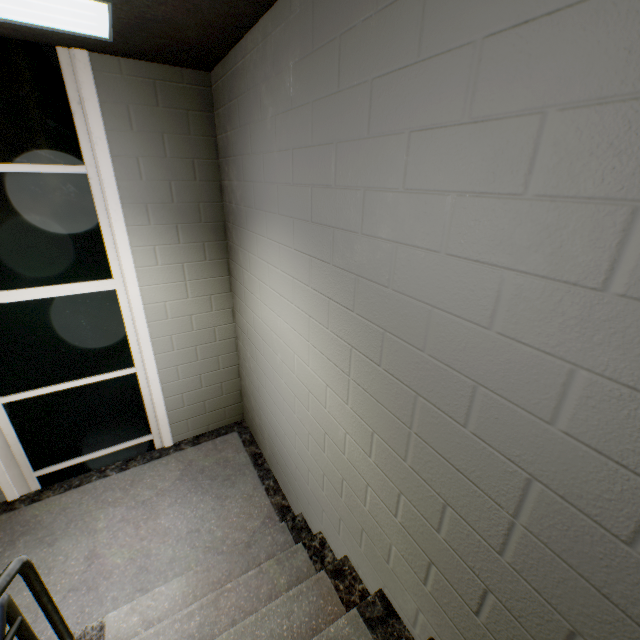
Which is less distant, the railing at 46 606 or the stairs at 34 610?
the railing at 46 606

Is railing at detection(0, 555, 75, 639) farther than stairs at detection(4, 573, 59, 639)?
No

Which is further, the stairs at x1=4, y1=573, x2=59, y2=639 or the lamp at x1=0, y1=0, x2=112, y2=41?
the stairs at x1=4, y1=573, x2=59, y2=639

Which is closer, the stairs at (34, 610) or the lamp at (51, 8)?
the lamp at (51, 8)

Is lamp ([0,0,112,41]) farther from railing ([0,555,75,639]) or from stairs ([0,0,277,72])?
railing ([0,555,75,639])

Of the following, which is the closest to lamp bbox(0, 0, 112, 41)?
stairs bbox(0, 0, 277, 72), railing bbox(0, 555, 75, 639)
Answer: stairs bbox(0, 0, 277, 72)

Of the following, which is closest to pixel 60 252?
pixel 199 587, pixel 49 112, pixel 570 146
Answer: pixel 49 112
